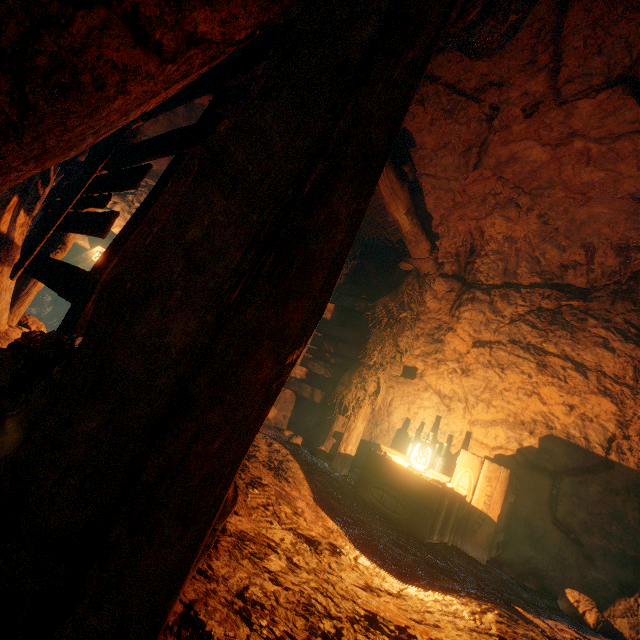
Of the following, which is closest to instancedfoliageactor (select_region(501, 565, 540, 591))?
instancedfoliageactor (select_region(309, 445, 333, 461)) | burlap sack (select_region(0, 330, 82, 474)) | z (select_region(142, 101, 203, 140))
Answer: instancedfoliageactor (select_region(309, 445, 333, 461))

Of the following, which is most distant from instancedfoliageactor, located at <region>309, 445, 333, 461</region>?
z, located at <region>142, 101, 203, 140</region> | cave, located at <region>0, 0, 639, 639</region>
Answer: z, located at <region>142, 101, 203, 140</region>

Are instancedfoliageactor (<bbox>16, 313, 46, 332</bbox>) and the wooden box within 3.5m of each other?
no

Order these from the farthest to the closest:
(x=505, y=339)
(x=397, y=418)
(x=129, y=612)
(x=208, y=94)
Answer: (x=397, y=418) < (x=505, y=339) < (x=208, y=94) < (x=129, y=612)

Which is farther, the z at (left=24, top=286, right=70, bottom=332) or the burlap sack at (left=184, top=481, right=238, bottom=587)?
the z at (left=24, top=286, right=70, bottom=332)

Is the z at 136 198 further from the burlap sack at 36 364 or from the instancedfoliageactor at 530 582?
the instancedfoliageactor at 530 582

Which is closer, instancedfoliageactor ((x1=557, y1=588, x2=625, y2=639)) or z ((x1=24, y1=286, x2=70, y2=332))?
instancedfoliageactor ((x1=557, y1=588, x2=625, y2=639))

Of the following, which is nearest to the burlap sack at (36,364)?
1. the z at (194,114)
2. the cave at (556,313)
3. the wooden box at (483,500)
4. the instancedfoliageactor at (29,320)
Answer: the cave at (556,313)
